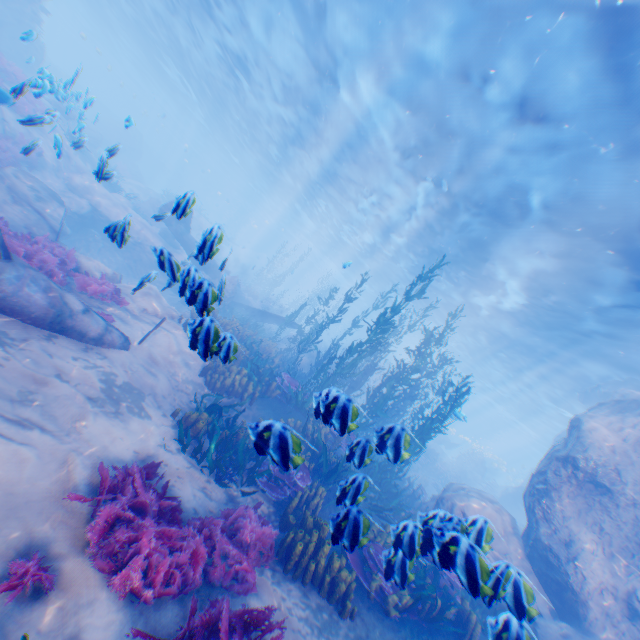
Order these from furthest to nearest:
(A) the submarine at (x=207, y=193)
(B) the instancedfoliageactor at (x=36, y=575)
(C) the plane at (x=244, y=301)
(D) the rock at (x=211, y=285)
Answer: (A) the submarine at (x=207, y=193)
(C) the plane at (x=244, y=301)
(D) the rock at (x=211, y=285)
(B) the instancedfoliageactor at (x=36, y=575)

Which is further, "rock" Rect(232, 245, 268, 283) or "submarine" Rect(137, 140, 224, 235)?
"submarine" Rect(137, 140, 224, 235)

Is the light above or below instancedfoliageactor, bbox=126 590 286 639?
above

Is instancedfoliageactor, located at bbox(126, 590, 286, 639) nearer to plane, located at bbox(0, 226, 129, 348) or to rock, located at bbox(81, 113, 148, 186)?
rock, located at bbox(81, 113, 148, 186)

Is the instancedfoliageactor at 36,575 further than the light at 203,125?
No

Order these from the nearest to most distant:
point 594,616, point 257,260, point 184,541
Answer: point 184,541, point 594,616, point 257,260

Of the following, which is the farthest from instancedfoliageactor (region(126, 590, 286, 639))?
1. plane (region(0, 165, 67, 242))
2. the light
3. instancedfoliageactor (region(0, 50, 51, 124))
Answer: instancedfoliageactor (region(0, 50, 51, 124))

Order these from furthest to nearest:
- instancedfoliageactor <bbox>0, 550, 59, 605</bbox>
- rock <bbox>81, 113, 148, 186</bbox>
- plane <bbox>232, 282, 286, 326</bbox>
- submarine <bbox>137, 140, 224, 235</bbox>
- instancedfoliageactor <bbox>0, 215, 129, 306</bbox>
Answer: submarine <bbox>137, 140, 224, 235</bbox>, plane <bbox>232, 282, 286, 326</bbox>, rock <bbox>81, 113, 148, 186</bbox>, instancedfoliageactor <bbox>0, 215, 129, 306</bbox>, instancedfoliageactor <bbox>0, 550, 59, 605</bbox>
